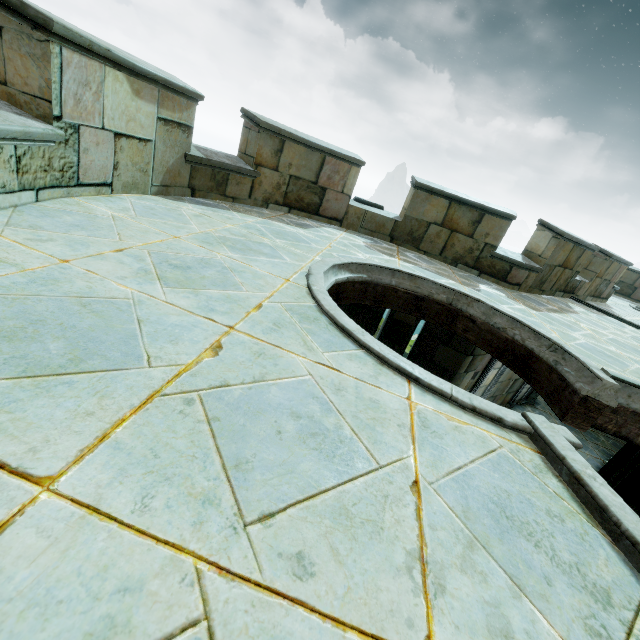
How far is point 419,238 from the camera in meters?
7.5 m
